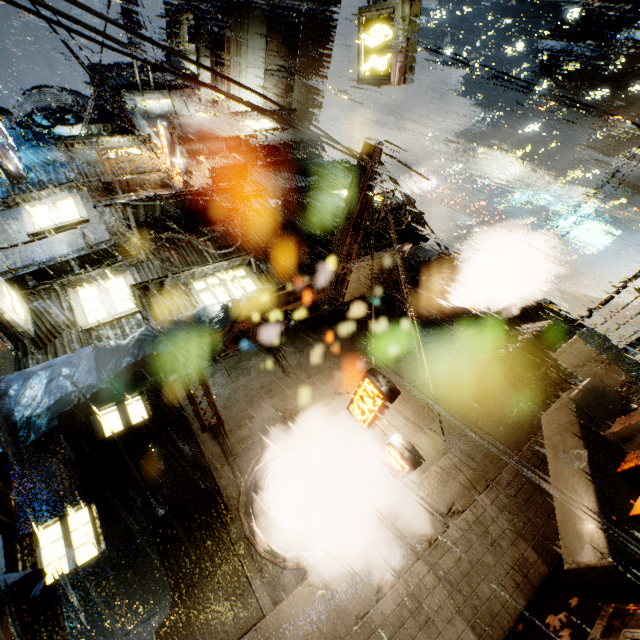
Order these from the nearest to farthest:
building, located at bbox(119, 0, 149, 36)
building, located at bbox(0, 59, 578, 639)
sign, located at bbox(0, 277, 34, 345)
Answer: building, located at bbox(0, 59, 578, 639)
sign, located at bbox(0, 277, 34, 345)
building, located at bbox(119, 0, 149, 36)

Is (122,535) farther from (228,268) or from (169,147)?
(169,147)

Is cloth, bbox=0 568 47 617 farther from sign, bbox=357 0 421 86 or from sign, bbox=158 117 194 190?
sign, bbox=158 117 194 190

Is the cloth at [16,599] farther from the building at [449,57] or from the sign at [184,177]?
the sign at [184,177]

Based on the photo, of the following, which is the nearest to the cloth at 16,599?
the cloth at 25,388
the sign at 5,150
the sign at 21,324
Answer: the cloth at 25,388

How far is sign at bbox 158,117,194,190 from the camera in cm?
1245

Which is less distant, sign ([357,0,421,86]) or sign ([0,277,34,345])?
sign ([357,0,421,86])

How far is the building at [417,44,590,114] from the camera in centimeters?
1784cm
